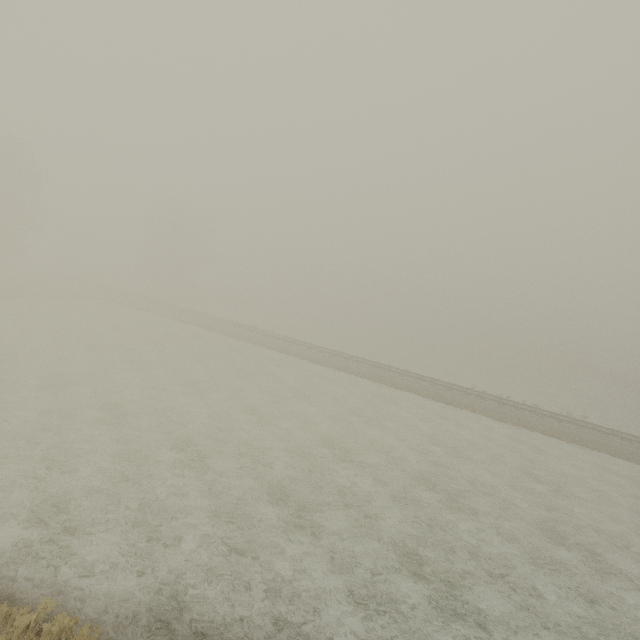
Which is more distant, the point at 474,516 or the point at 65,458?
the point at 474,516
